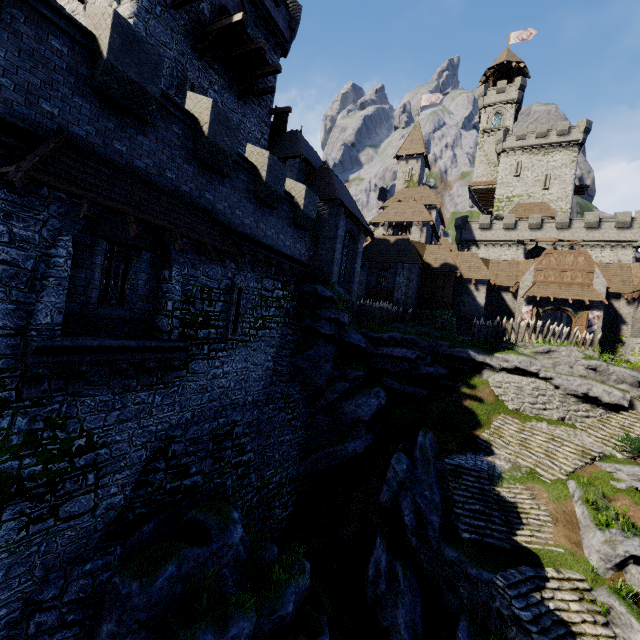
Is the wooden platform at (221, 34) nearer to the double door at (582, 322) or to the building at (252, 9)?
the building at (252, 9)

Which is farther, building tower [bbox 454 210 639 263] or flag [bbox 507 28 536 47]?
flag [bbox 507 28 536 47]

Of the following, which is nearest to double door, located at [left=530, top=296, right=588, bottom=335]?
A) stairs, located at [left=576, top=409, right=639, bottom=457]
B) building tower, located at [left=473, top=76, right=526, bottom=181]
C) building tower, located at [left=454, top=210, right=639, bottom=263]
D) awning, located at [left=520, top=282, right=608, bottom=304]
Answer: awning, located at [left=520, top=282, right=608, bottom=304]

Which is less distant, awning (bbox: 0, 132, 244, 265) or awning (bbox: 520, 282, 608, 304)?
awning (bbox: 0, 132, 244, 265)

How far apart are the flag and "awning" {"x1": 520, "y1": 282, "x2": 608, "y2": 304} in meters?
52.3 m

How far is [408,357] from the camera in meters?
21.2 m

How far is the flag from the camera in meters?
54.2 m

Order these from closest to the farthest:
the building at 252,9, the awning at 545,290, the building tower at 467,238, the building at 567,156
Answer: the building at 252,9
the awning at 545,290
the building tower at 467,238
the building at 567,156
